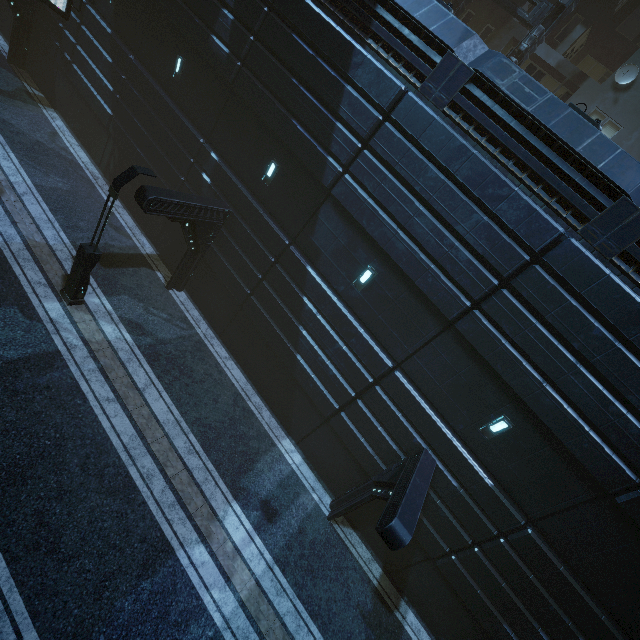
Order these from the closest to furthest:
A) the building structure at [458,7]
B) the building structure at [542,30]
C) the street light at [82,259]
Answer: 1. the street light at [82,259]
2. the building structure at [542,30]
3. the building structure at [458,7]

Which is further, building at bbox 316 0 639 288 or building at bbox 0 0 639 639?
building at bbox 0 0 639 639

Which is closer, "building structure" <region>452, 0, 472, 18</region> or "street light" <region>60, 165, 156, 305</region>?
"street light" <region>60, 165, 156, 305</region>

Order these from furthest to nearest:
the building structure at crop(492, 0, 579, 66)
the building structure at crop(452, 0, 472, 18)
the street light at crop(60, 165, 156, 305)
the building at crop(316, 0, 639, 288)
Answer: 1. the building structure at crop(452, 0, 472, 18)
2. the building structure at crop(492, 0, 579, 66)
3. the street light at crop(60, 165, 156, 305)
4. the building at crop(316, 0, 639, 288)

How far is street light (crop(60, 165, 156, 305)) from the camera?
9.2m

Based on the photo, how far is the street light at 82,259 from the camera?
9.24m

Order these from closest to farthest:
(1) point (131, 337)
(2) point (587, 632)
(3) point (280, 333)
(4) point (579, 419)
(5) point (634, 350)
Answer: (5) point (634, 350), (4) point (579, 419), (2) point (587, 632), (1) point (131, 337), (3) point (280, 333)

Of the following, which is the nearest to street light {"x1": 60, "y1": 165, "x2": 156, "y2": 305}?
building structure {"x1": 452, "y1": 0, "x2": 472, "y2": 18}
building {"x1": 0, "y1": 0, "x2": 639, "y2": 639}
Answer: building {"x1": 0, "y1": 0, "x2": 639, "y2": 639}
